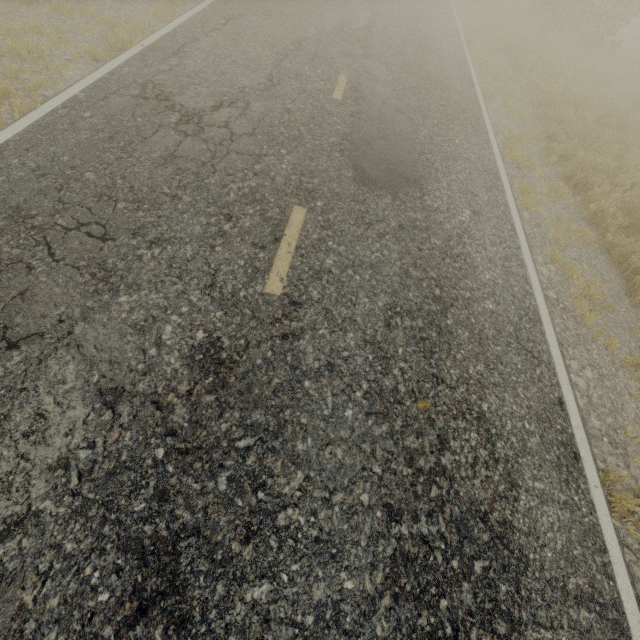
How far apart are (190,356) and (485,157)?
7.01m
